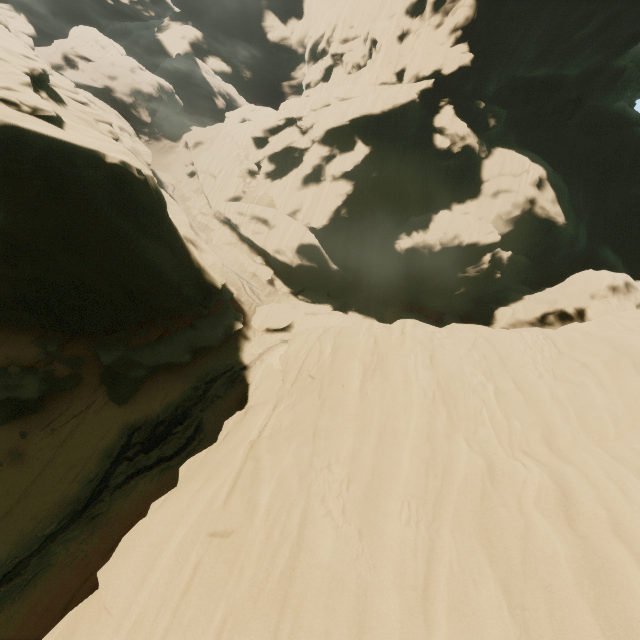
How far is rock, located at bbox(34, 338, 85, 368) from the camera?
16.2m

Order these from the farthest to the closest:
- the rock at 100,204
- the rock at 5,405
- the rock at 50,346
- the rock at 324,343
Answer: the rock at 50,346, the rock at 5,405, the rock at 100,204, the rock at 324,343

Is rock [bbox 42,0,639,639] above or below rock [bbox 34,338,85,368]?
above

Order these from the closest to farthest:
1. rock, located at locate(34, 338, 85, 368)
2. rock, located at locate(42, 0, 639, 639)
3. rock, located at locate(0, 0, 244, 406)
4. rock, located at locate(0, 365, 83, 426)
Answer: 1. rock, located at locate(42, 0, 639, 639)
2. rock, located at locate(0, 0, 244, 406)
3. rock, located at locate(0, 365, 83, 426)
4. rock, located at locate(34, 338, 85, 368)

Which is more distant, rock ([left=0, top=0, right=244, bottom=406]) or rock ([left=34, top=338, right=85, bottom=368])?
rock ([left=34, top=338, right=85, bottom=368])

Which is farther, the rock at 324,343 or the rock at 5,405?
the rock at 5,405

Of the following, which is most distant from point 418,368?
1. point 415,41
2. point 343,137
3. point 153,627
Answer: → point 415,41
